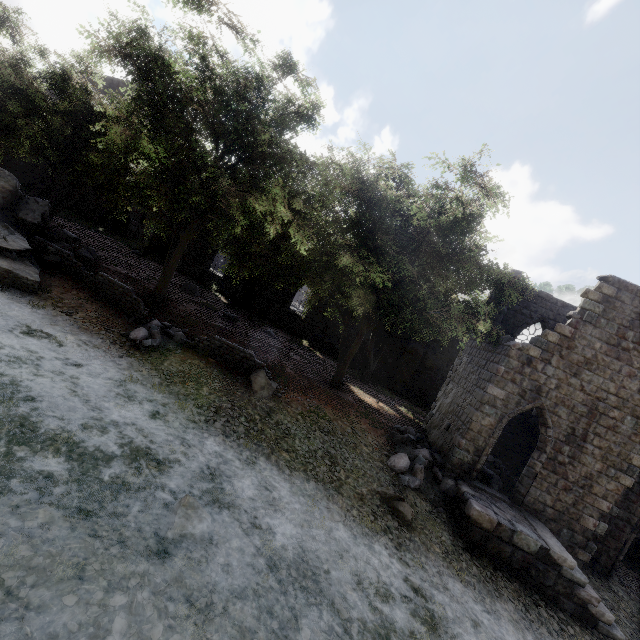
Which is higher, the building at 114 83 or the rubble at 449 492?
the building at 114 83

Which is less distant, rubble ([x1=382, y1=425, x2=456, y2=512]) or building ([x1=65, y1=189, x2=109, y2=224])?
rubble ([x1=382, y1=425, x2=456, y2=512])

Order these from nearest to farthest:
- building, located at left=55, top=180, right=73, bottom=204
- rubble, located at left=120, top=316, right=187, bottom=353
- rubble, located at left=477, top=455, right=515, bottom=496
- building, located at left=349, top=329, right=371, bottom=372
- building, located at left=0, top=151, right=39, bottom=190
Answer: rubble, located at left=120, top=316, right=187, bottom=353 < rubble, located at left=477, top=455, right=515, bottom=496 < building, located at left=349, top=329, right=371, bottom=372 < building, located at left=0, top=151, right=39, bottom=190 < building, located at left=55, top=180, right=73, bottom=204

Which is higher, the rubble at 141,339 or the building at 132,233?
the building at 132,233

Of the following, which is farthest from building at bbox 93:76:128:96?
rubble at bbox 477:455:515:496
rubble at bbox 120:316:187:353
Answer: rubble at bbox 120:316:187:353

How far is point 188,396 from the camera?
10.7 meters

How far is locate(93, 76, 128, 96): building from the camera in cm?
2798
